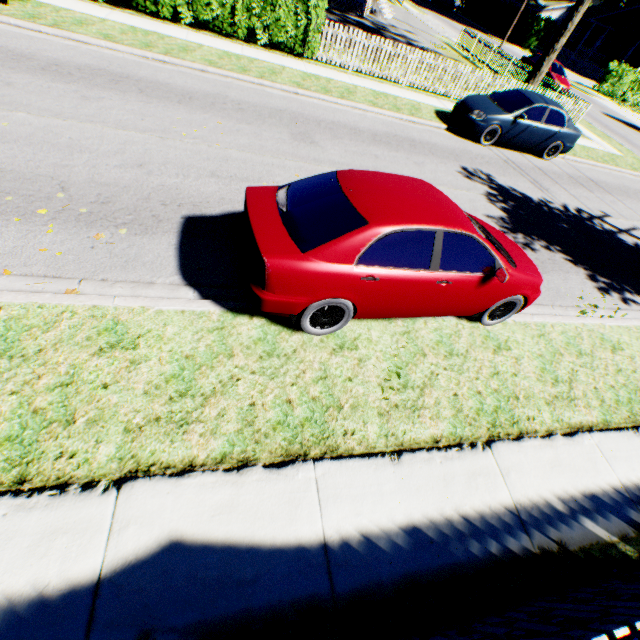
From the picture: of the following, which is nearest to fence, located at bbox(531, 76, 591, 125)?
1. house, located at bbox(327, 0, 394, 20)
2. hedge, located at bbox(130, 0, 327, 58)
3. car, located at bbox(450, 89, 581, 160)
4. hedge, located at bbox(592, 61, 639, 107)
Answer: hedge, located at bbox(130, 0, 327, 58)

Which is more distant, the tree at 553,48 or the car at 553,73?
the car at 553,73

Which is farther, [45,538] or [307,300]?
[307,300]

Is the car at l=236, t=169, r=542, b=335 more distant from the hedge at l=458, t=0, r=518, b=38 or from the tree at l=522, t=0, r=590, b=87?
the hedge at l=458, t=0, r=518, b=38

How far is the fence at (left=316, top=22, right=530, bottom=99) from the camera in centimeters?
1256cm

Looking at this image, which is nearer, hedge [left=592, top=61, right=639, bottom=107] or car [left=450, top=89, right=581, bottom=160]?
car [left=450, top=89, right=581, bottom=160]

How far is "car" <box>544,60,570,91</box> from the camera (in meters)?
21.42

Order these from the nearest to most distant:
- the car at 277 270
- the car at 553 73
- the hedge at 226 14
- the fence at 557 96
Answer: the car at 277 270
the hedge at 226 14
the fence at 557 96
the car at 553 73
